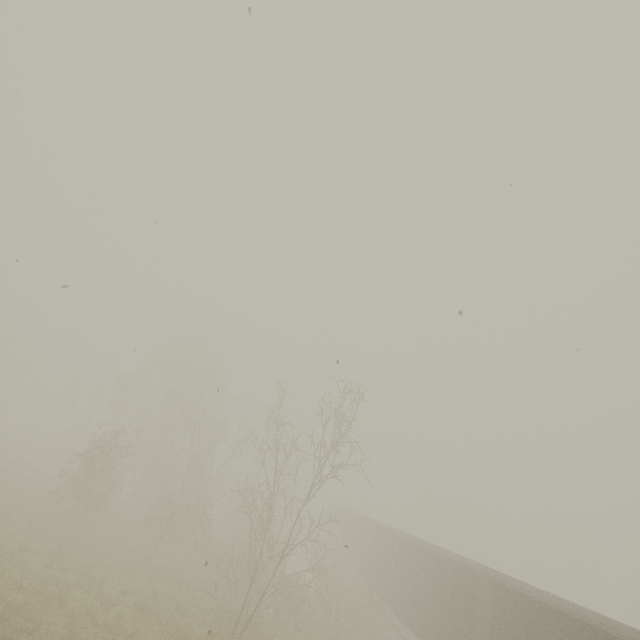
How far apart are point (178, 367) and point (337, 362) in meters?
25.7 m
